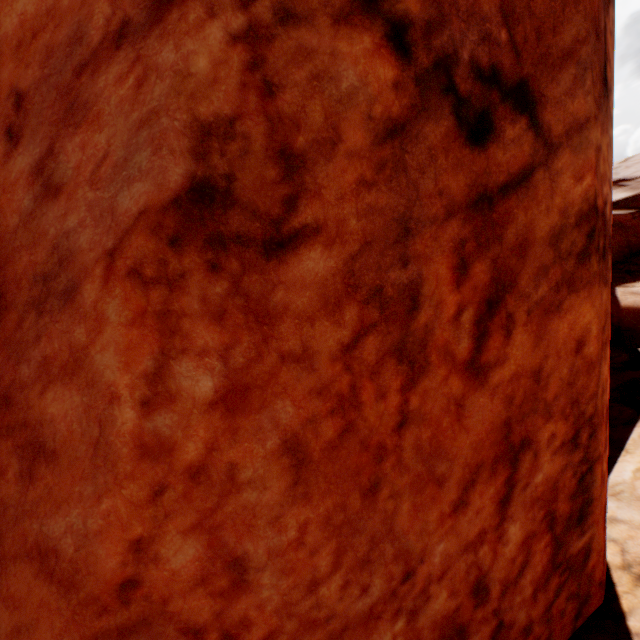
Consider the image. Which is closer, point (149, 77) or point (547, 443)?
point (149, 77)
